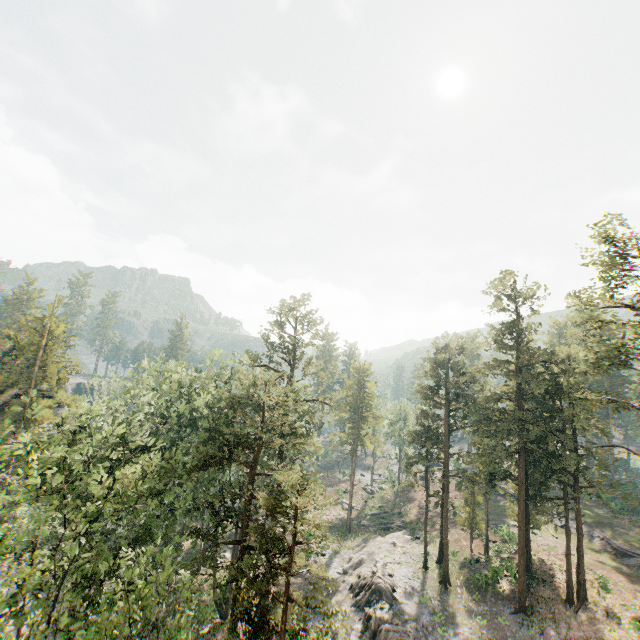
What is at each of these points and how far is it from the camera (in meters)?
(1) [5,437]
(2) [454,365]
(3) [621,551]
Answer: (1) foliage, 20.33
(2) foliage, 41.12
(3) ground embankment, 37.22

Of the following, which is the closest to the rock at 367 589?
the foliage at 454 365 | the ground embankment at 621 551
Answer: the foliage at 454 365

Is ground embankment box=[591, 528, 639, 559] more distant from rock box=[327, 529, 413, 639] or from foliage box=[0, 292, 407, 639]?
rock box=[327, 529, 413, 639]

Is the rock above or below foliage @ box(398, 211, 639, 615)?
below

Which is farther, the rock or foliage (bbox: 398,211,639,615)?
the rock

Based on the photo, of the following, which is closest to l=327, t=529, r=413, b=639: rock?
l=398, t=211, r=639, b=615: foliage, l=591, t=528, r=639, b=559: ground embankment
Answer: l=398, t=211, r=639, b=615: foliage
